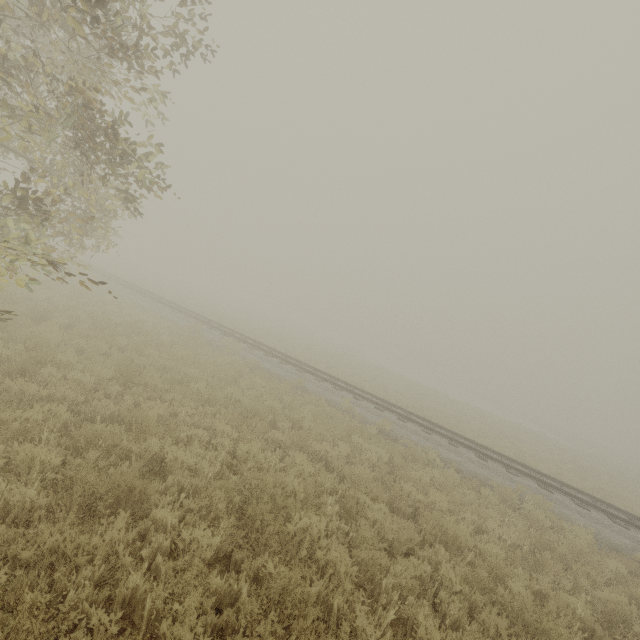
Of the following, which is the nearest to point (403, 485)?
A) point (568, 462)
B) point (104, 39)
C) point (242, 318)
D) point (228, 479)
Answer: point (228, 479)
